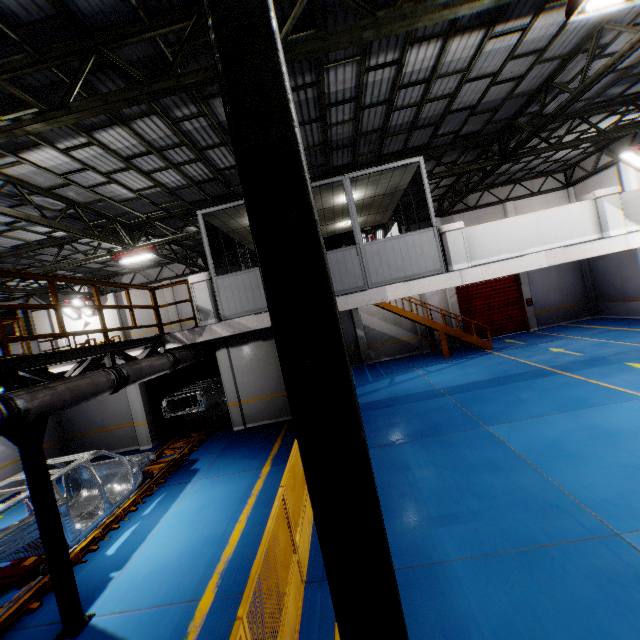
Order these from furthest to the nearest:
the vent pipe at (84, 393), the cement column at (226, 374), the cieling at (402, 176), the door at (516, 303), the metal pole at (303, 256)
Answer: the door at (516, 303) < the cement column at (226, 374) < the cieling at (402, 176) < the vent pipe at (84, 393) < the metal pole at (303, 256)

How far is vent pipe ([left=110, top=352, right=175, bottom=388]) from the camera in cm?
624

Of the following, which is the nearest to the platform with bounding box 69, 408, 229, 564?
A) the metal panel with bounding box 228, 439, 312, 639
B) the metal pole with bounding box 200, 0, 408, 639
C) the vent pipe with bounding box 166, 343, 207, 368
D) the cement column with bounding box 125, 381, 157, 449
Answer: the cement column with bounding box 125, 381, 157, 449

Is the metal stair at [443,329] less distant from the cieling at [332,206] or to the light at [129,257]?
the cieling at [332,206]

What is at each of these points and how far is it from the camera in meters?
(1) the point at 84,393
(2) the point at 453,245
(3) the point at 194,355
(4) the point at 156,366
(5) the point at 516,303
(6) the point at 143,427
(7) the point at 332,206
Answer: (1) vent pipe, 5.2
(2) cement column, 8.1
(3) vent pipe, 9.1
(4) vent pipe, 7.2
(5) door, 19.8
(6) cement column, 12.8
(7) cieling, 10.3

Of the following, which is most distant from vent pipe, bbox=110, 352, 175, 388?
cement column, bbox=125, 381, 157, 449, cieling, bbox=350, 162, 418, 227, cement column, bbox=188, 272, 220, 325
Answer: cement column, bbox=125, 381, 157, 449

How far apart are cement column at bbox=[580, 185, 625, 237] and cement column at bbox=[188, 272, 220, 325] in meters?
9.8 m
